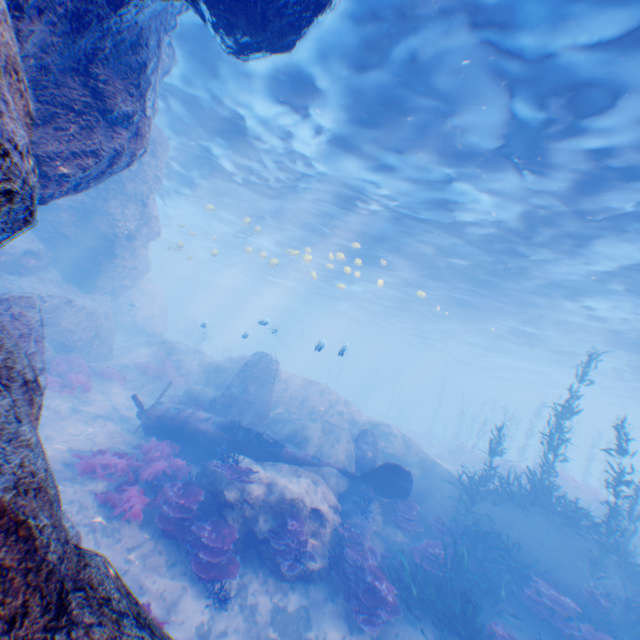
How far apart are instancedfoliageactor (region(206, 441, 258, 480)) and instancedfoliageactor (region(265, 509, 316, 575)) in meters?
1.2 m

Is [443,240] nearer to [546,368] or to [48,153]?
[48,153]

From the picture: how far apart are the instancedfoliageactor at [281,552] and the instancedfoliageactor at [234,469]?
1.25m

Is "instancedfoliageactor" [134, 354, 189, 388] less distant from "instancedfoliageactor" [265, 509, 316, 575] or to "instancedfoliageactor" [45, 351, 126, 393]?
"instancedfoliageactor" [45, 351, 126, 393]

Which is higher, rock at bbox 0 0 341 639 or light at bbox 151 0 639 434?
light at bbox 151 0 639 434

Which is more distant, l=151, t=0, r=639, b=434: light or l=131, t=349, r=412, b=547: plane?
l=131, t=349, r=412, b=547: plane

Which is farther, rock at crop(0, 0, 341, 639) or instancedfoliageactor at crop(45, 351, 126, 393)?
instancedfoliageactor at crop(45, 351, 126, 393)

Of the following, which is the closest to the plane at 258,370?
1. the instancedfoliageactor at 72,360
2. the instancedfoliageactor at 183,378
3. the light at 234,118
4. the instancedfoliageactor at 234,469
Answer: the light at 234,118
